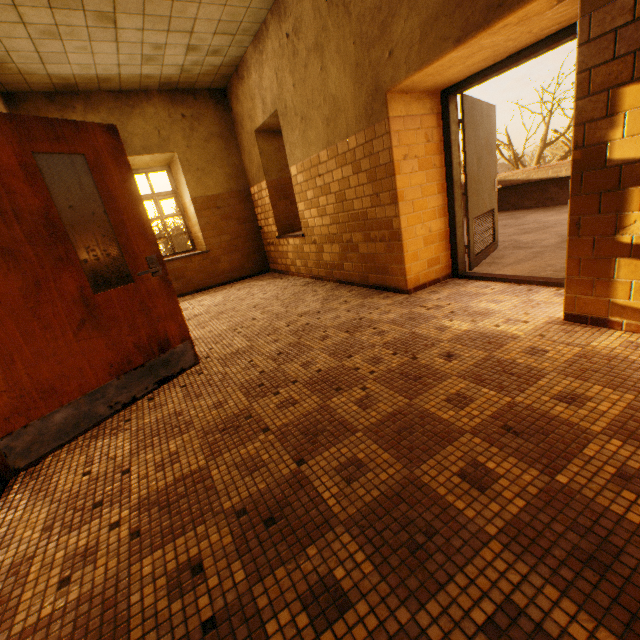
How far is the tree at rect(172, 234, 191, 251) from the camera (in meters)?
26.43

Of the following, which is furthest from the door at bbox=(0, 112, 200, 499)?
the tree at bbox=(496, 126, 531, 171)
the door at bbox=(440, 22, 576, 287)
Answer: the tree at bbox=(496, 126, 531, 171)

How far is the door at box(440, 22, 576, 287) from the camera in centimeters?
304cm

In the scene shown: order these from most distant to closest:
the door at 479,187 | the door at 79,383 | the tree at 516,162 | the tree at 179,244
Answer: the tree at 179,244 → the tree at 516,162 → the door at 479,187 → the door at 79,383

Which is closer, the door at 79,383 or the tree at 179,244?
the door at 79,383

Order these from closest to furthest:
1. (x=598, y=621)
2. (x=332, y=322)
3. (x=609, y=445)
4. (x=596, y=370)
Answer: (x=598, y=621) → (x=609, y=445) → (x=596, y=370) → (x=332, y=322)

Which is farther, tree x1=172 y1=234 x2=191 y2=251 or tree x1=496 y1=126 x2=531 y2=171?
tree x1=172 y1=234 x2=191 y2=251
